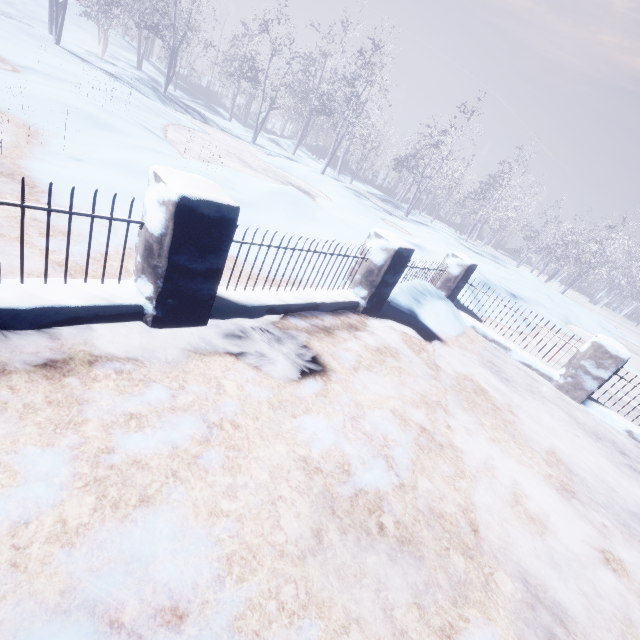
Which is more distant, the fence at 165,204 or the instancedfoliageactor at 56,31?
the instancedfoliageactor at 56,31

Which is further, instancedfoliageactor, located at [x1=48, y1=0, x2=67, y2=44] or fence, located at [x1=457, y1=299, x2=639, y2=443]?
instancedfoliageactor, located at [x1=48, y1=0, x2=67, y2=44]

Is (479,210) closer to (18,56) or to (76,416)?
(18,56)

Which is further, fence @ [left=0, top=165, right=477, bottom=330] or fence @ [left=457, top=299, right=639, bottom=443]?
fence @ [left=457, top=299, right=639, bottom=443]

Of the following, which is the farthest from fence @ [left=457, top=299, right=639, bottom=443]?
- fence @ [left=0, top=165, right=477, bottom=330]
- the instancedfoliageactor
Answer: the instancedfoliageactor

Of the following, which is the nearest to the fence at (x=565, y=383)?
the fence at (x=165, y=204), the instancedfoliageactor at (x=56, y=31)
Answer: the fence at (x=165, y=204)

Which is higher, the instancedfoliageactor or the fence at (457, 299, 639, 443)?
the instancedfoliageactor
